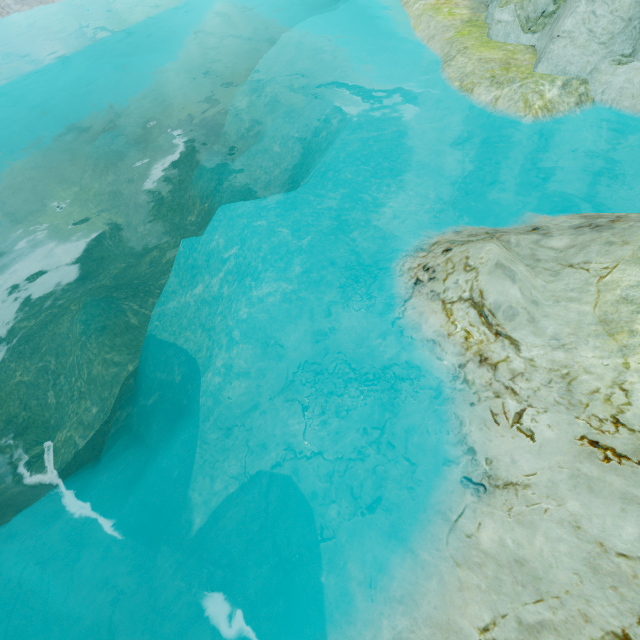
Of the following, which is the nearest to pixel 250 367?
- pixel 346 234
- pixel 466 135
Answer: pixel 346 234
